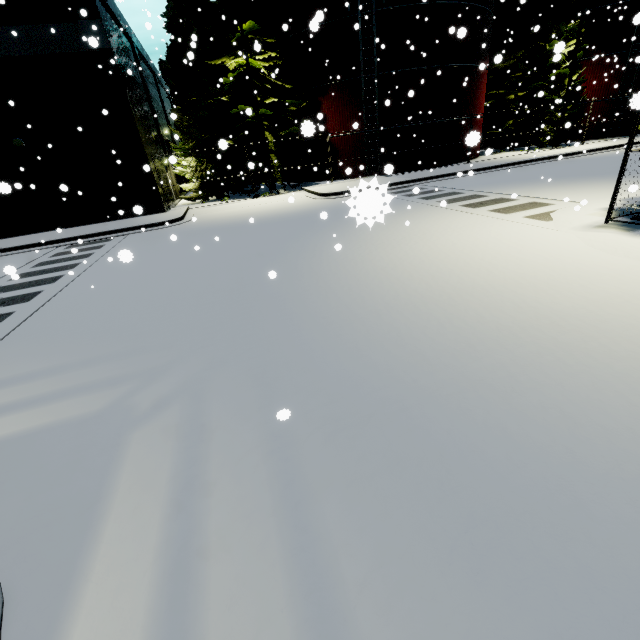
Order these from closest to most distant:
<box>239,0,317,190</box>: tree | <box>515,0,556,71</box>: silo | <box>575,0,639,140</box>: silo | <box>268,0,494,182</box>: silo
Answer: <box>239,0,317,190</box>: tree → <box>268,0,494,182</box>: silo → <box>575,0,639,140</box>: silo → <box>515,0,556,71</box>: silo

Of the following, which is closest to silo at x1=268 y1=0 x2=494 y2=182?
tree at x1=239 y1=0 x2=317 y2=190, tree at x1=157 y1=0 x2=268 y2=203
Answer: tree at x1=239 y1=0 x2=317 y2=190

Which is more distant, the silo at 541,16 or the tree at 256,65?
the silo at 541,16

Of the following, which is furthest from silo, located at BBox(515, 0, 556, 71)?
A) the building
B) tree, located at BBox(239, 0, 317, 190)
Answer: the building

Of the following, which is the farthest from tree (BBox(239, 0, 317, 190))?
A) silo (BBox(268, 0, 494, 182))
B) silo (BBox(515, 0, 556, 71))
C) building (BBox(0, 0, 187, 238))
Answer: silo (BBox(515, 0, 556, 71))

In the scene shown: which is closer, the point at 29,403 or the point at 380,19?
the point at 29,403

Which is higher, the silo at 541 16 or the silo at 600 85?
the silo at 541 16

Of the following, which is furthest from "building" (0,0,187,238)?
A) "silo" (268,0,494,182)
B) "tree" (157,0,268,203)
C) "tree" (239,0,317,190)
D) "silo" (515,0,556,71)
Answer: "silo" (515,0,556,71)
